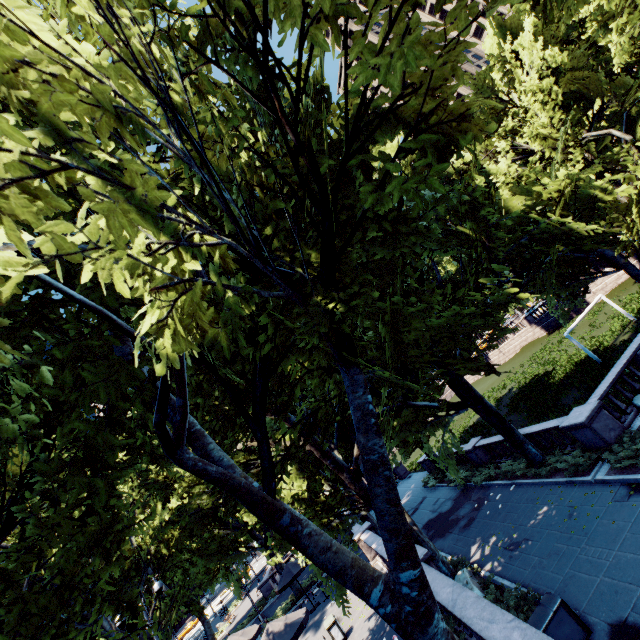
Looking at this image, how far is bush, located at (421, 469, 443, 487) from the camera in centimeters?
2769cm

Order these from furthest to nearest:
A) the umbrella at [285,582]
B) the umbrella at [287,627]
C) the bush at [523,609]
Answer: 1. the umbrella at [285,582]
2. the umbrella at [287,627]
3. the bush at [523,609]

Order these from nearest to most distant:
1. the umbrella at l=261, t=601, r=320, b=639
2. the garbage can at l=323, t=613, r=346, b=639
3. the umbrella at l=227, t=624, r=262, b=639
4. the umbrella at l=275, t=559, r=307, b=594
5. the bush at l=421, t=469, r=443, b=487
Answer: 1. the umbrella at l=261, t=601, r=320, b=639
2. the garbage can at l=323, t=613, r=346, b=639
3. the umbrella at l=227, t=624, r=262, b=639
4. the umbrella at l=275, t=559, r=307, b=594
5. the bush at l=421, t=469, r=443, b=487

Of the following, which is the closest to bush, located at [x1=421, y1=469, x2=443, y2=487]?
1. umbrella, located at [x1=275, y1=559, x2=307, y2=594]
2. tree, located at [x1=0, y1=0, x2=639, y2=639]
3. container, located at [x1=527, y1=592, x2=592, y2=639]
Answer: tree, located at [x1=0, y1=0, x2=639, y2=639]

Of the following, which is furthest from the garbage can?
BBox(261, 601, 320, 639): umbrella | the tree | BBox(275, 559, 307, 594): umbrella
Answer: BBox(275, 559, 307, 594): umbrella

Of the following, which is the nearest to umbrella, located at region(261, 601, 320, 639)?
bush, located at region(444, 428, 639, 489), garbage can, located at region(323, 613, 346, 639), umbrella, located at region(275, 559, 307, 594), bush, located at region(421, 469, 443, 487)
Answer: garbage can, located at region(323, 613, 346, 639)

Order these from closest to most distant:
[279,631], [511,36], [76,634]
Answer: [76,634]
[279,631]
[511,36]

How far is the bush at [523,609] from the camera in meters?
9.7
